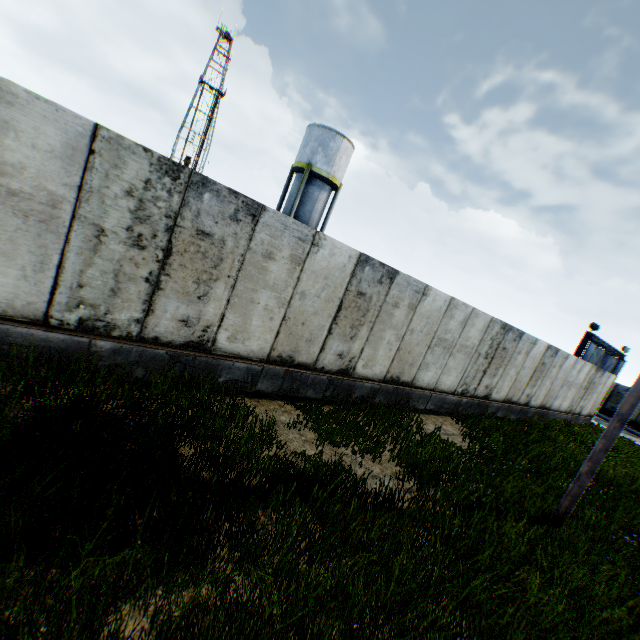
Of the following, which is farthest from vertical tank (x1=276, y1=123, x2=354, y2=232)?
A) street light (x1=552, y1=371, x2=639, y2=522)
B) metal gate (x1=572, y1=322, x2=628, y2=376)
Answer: metal gate (x1=572, y1=322, x2=628, y2=376)

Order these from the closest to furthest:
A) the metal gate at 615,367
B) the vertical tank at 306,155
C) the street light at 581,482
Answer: the street light at 581,482 → the vertical tank at 306,155 → the metal gate at 615,367

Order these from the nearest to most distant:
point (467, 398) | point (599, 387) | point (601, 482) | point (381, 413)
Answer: point (381, 413) → point (601, 482) → point (467, 398) → point (599, 387)

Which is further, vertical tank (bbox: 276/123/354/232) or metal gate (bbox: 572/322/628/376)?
metal gate (bbox: 572/322/628/376)

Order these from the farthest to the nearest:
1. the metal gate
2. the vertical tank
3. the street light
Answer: the metal gate
the vertical tank
the street light

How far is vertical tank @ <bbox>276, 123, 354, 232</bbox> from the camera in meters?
24.0

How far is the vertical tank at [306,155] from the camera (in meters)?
23.95

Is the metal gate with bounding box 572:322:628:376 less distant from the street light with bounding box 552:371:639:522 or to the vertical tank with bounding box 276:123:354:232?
the vertical tank with bounding box 276:123:354:232
